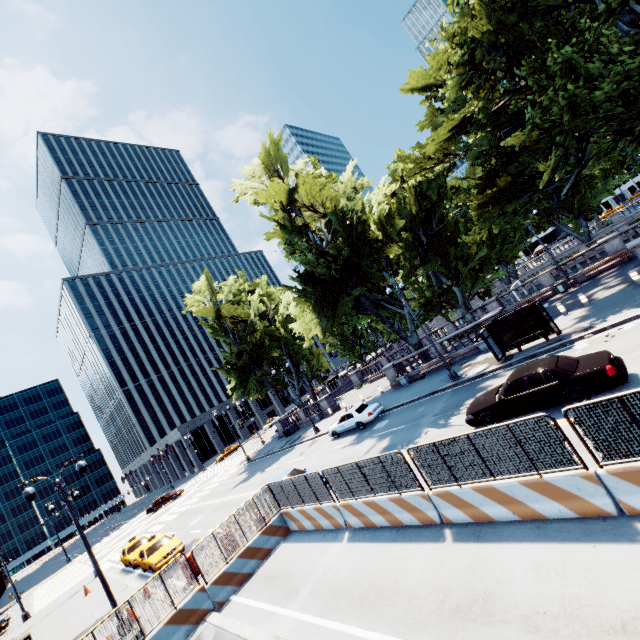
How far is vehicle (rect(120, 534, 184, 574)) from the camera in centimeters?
1864cm

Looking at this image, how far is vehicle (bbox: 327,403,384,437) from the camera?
22.5m

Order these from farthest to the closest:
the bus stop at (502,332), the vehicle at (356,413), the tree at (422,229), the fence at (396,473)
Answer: the vehicle at (356,413), the bus stop at (502,332), the tree at (422,229), the fence at (396,473)

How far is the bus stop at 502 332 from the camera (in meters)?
17.42

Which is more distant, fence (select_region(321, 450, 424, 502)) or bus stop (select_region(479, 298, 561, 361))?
bus stop (select_region(479, 298, 561, 361))

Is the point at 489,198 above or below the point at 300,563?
above

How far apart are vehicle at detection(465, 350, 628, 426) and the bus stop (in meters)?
5.43

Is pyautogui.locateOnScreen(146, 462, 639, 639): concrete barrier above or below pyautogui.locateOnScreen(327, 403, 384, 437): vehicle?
below
